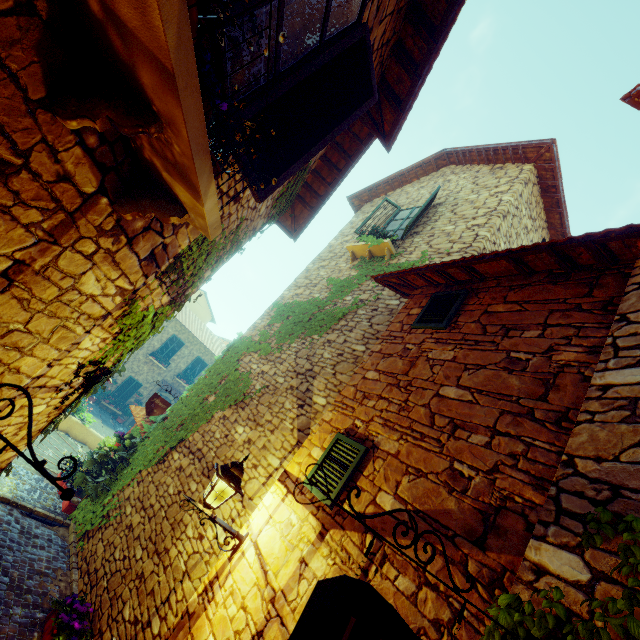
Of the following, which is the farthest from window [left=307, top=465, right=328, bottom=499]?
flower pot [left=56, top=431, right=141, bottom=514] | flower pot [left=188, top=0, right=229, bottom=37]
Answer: flower pot [left=56, top=431, right=141, bottom=514]

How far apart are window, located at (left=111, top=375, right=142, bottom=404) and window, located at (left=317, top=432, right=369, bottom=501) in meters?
21.2

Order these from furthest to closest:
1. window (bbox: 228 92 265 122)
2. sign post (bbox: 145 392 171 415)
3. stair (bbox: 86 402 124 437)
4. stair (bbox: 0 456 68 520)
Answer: stair (bbox: 86 402 124 437), sign post (bbox: 145 392 171 415), stair (bbox: 0 456 68 520), window (bbox: 228 92 265 122)

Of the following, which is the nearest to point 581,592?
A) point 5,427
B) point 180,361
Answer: point 5,427

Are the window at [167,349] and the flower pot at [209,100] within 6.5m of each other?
no

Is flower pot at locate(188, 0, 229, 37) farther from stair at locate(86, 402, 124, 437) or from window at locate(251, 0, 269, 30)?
stair at locate(86, 402, 124, 437)

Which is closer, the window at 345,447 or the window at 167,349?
the window at 345,447

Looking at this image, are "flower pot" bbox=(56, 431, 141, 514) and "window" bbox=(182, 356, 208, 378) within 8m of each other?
no
